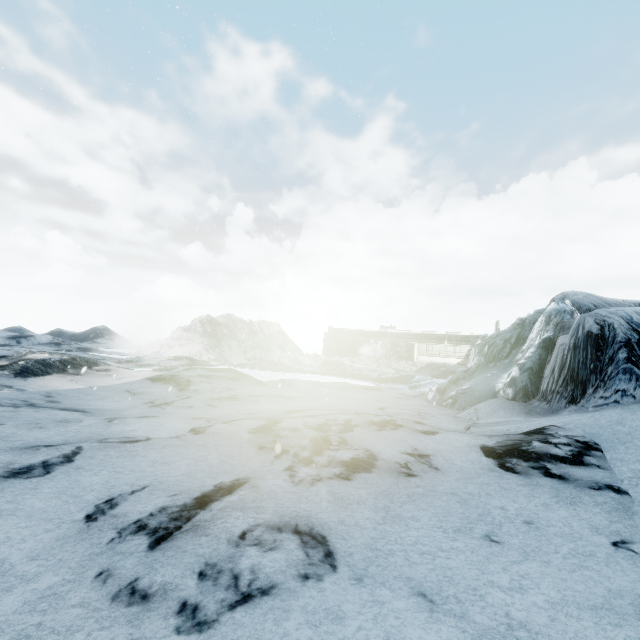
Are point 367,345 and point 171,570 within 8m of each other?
no
